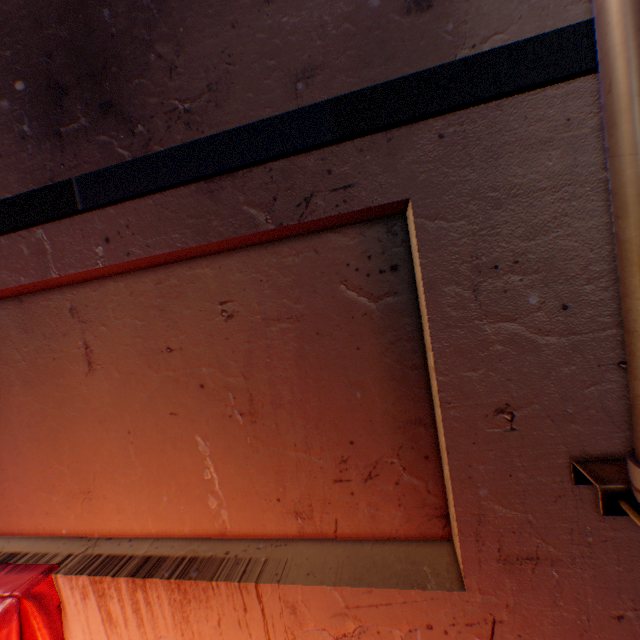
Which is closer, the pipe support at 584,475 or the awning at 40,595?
the pipe support at 584,475

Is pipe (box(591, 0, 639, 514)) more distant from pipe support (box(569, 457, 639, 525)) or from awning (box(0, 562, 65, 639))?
awning (box(0, 562, 65, 639))

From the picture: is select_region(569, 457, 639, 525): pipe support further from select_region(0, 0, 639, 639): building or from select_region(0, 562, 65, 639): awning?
select_region(0, 562, 65, 639): awning

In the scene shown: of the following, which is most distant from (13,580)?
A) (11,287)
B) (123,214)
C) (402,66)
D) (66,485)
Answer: (402,66)

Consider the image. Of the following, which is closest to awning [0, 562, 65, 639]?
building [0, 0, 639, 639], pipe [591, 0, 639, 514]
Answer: building [0, 0, 639, 639]

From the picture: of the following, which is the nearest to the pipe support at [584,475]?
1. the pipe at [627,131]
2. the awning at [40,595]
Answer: the pipe at [627,131]

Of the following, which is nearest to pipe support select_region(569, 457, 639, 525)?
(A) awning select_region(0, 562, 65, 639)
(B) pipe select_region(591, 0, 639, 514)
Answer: (B) pipe select_region(591, 0, 639, 514)
